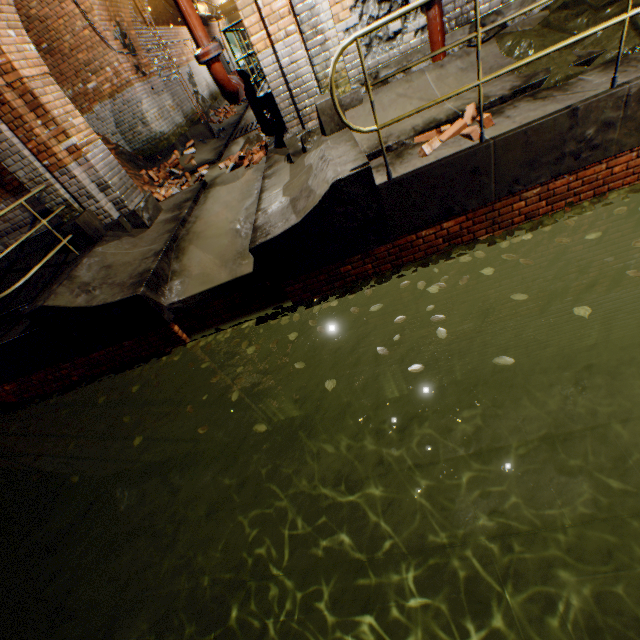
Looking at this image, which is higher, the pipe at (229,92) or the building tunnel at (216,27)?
the building tunnel at (216,27)

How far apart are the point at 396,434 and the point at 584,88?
5.7 meters

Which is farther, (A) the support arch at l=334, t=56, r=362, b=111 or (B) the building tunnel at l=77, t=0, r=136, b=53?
(B) the building tunnel at l=77, t=0, r=136, b=53

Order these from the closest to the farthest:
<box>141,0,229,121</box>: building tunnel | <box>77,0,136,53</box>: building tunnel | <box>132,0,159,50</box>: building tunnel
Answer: <box>77,0,136,53</box>: building tunnel → <box>132,0,159,50</box>: building tunnel → <box>141,0,229,121</box>: building tunnel

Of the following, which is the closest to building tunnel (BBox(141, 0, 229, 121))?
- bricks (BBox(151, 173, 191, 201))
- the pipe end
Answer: bricks (BBox(151, 173, 191, 201))

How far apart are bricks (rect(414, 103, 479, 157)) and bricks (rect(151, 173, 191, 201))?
5.7m

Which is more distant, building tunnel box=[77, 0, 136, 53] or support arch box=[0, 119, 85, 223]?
building tunnel box=[77, 0, 136, 53]

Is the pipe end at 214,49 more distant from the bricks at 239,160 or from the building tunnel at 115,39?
the bricks at 239,160
